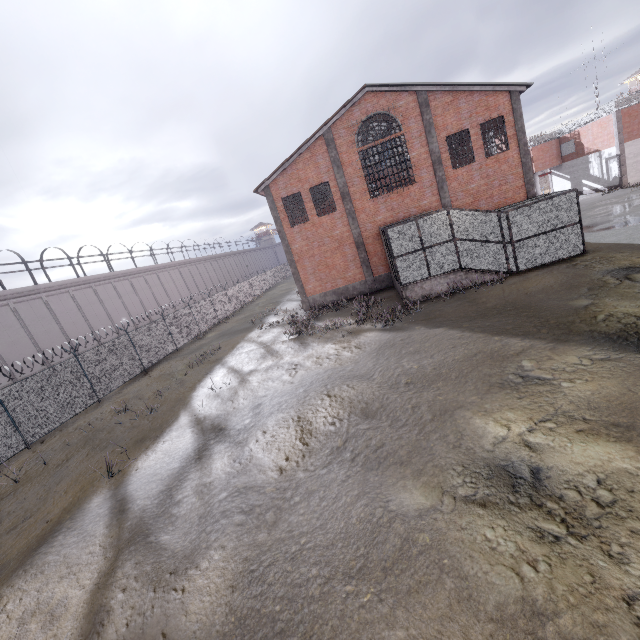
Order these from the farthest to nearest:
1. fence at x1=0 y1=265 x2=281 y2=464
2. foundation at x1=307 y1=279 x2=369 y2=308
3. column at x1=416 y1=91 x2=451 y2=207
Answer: foundation at x1=307 y1=279 x2=369 y2=308, column at x1=416 y1=91 x2=451 y2=207, fence at x1=0 y1=265 x2=281 y2=464

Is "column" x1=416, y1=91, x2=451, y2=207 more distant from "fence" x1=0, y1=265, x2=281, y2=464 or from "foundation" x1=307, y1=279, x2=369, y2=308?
"fence" x1=0, y1=265, x2=281, y2=464

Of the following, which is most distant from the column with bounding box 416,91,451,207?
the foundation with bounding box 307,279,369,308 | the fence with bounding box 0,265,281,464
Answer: the fence with bounding box 0,265,281,464

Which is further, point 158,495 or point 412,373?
point 412,373

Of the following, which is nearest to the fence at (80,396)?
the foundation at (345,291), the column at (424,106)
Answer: the foundation at (345,291)

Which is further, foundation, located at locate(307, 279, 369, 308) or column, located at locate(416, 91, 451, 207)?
foundation, located at locate(307, 279, 369, 308)

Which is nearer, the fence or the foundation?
the fence
